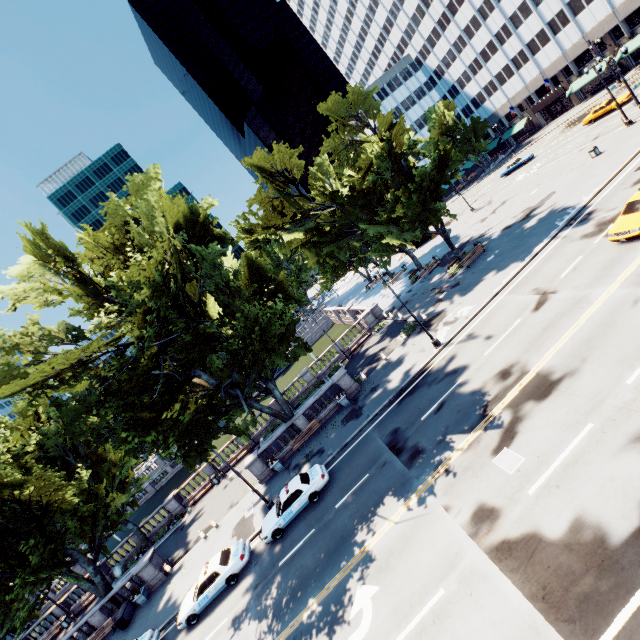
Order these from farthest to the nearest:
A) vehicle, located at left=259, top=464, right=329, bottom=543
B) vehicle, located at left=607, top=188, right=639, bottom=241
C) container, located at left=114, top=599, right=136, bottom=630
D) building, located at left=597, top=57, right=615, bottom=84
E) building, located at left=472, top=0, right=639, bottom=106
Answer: building, located at left=597, top=57, right=615, bottom=84 < building, located at left=472, top=0, right=639, bottom=106 < container, located at left=114, top=599, right=136, bottom=630 < vehicle, located at left=259, top=464, right=329, bottom=543 < vehicle, located at left=607, top=188, right=639, bottom=241

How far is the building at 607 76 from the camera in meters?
51.4

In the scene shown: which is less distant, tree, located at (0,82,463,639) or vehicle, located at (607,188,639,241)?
vehicle, located at (607,188,639,241)

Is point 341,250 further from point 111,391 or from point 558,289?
point 111,391

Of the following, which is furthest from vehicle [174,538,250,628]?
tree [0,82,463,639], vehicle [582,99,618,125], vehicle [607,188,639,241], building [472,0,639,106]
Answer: building [472,0,639,106]

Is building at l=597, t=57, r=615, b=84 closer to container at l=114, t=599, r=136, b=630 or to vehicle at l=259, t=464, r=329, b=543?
vehicle at l=259, t=464, r=329, b=543

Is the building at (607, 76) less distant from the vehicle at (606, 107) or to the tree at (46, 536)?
the tree at (46, 536)

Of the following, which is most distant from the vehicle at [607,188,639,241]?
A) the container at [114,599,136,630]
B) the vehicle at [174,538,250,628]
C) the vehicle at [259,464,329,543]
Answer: the container at [114,599,136,630]
